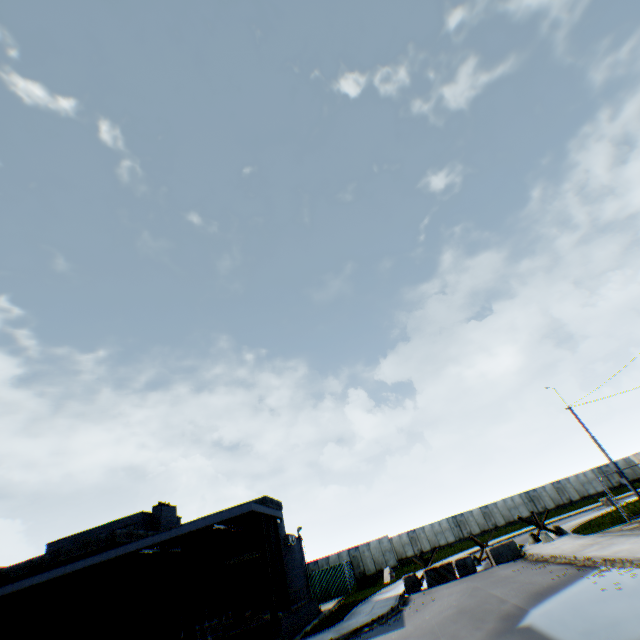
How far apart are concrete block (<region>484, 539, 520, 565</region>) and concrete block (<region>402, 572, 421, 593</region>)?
4.36m

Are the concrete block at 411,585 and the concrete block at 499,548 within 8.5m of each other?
yes

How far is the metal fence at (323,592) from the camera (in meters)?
29.45

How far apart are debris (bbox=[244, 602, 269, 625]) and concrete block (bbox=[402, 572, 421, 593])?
8.46m

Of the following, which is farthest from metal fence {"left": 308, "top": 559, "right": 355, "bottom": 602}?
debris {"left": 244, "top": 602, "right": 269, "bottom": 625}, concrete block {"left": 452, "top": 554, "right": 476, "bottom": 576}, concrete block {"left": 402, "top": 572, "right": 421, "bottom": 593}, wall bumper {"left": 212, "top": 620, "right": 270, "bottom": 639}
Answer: debris {"left": 244, "top": 602, "right": 269, "bottom": 625}

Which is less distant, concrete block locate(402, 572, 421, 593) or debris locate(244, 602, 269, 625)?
debris locate(244, 602, 269, 625)

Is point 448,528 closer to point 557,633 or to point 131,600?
point 131,600

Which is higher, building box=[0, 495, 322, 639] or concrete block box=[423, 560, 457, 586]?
building box=[0, 495, 322, 639]
